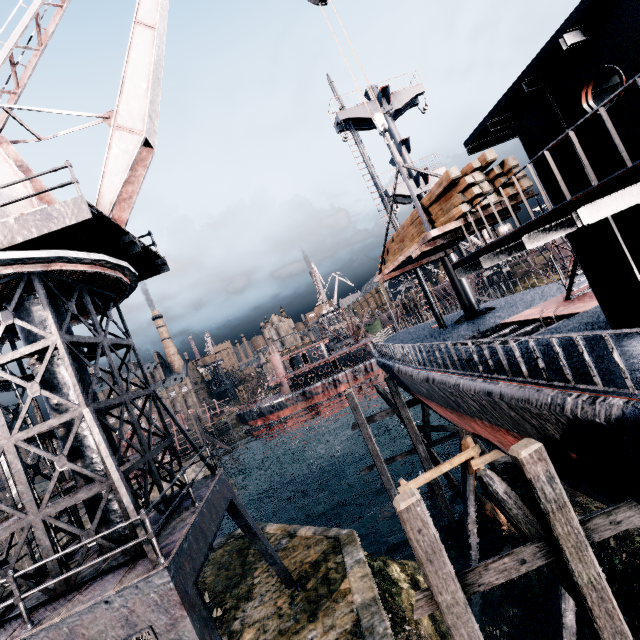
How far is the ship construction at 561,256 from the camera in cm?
4062

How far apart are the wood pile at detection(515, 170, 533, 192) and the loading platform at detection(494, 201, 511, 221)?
0.03m

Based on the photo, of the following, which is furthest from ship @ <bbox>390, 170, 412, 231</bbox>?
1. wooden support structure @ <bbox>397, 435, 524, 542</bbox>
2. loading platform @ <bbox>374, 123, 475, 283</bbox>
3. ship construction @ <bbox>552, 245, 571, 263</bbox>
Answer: ship construction @ <bbox>552, 245, 571, 263</bbox>

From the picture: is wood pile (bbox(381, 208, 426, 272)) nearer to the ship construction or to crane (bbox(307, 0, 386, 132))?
crane (bbox(307, 0, 386, 132))

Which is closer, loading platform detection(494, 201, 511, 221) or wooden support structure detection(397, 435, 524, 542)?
loading platform detection(494, 201, 511, 221)

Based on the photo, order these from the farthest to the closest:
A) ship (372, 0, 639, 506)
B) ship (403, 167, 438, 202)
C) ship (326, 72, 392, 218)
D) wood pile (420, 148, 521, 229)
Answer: ship (326, 72, 392, 218)
ship (403, 167, 438, 202)
wood pile (420, 148, 521, 229)
ship (372, 0, 639, 506)

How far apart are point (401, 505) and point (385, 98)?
23.91m

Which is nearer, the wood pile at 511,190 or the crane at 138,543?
the crane at 138,543
